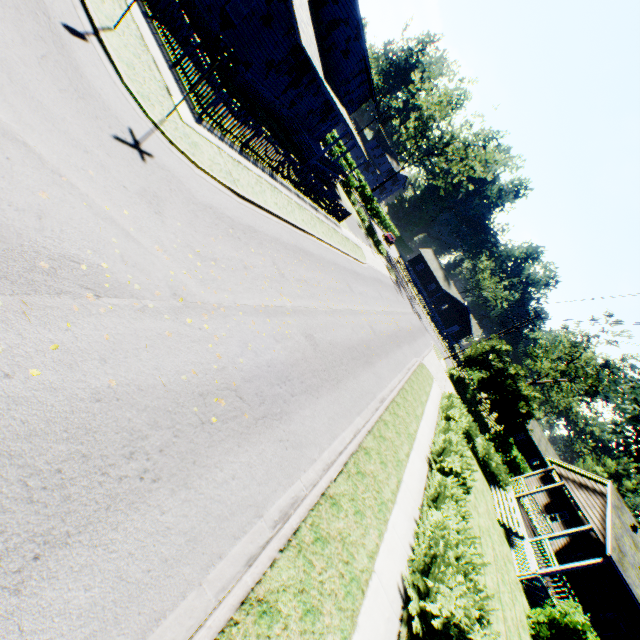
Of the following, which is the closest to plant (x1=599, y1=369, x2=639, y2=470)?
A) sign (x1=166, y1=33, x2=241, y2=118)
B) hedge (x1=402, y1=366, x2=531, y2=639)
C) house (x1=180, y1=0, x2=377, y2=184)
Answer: house (x1=180, y1=0, x2=377, y2=184)

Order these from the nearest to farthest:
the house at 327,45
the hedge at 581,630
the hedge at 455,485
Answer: the hedge at 455,485 < the hedge at 581,630 < the house at 327,45

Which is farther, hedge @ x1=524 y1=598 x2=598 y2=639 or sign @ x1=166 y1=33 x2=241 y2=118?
hedge @ x1=524 y1=598 x2=598 y2=639

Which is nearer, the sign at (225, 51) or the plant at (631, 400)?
the sign at (225, 51)

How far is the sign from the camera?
8.0 meters

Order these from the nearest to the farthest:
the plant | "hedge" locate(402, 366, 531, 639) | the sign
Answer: "hedge" locate(402, 366, 531, 639) → the sign → the plant

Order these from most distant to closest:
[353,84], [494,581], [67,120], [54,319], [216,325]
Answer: [353,84] < [494,581] < [216,325] < [67,120] < [54,319]

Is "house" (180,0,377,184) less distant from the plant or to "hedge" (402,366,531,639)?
the plant
